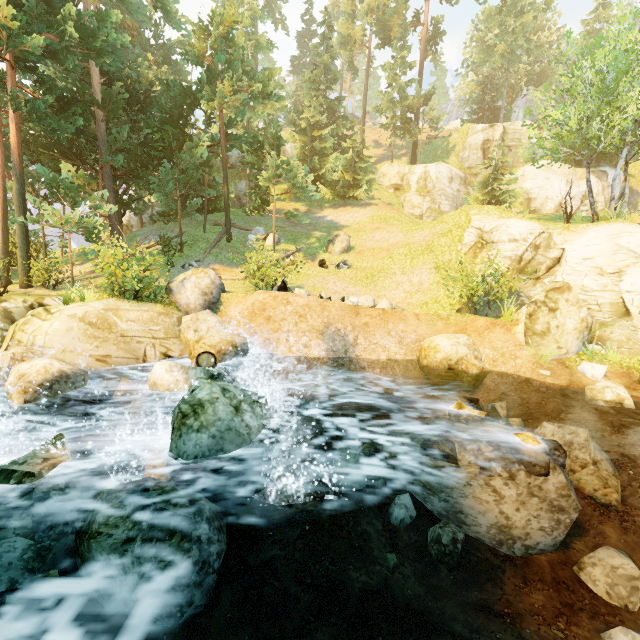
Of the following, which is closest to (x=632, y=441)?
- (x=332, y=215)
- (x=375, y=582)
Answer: (x=375, y=582)

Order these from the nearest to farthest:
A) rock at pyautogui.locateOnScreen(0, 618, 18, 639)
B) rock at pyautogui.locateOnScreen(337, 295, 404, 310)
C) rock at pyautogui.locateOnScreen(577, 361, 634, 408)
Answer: rock at pyautogui.locateOnScreen(0, 618, 18, 639)
rock at pyautogui.locateOnScreen(577, 361, 634, 408)
rock at pyautogui.locateOnScreen(337, 295, 404, 310)

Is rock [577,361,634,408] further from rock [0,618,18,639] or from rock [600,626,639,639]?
rock [0,618,18,639]

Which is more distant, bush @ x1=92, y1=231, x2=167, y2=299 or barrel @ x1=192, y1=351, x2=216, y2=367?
bush @ x1=92, y1=231, x2=167, y2=299

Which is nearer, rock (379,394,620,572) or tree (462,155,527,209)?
rock (379,394,620,572)

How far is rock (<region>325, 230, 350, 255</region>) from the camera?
21.9 meters

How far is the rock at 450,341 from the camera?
10.70m

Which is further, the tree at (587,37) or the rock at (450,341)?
the tree at (587,37)
